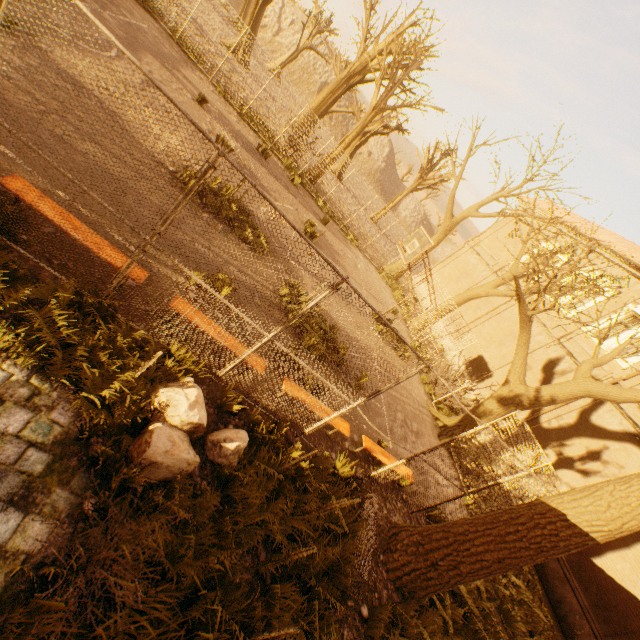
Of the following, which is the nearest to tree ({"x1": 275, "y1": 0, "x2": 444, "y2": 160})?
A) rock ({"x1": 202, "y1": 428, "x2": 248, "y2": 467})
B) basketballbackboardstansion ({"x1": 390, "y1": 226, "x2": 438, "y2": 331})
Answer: basketballbackboardstansion ({"x1": 390, "y1": 226, "x2": 438, "y2": 331})

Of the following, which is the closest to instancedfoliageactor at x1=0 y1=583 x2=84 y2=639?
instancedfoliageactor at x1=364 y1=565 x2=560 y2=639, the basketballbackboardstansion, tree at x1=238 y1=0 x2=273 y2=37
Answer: tree at x1=238 y1=0 x2=273 y2=37

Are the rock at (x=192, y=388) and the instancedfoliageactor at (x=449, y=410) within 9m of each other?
no

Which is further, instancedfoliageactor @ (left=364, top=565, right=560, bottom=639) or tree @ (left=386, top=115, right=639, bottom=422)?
tree @ (left=386, top=115, right=639, bottom=422)

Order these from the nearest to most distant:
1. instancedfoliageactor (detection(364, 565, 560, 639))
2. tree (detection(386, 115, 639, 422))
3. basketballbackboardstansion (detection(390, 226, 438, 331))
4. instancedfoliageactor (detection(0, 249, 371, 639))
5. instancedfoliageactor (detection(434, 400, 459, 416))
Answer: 1. instancedfoliageactor (detection(0, 249, 371, 639))
2. instancedfoliageactor (detection(364, 565, 560, 639))
3. tree (detection(386, 115, 639, 422))
4. basketballbackboardstansion (detection(390, 226, 438, 331))
5. instancedfoliageactor (detection(434, 400, 459, 416))

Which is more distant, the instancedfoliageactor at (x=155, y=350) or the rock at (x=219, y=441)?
the rock at (x=219, y=441)

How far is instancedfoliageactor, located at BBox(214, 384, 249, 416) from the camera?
5.00m

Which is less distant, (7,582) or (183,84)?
(7,582)
